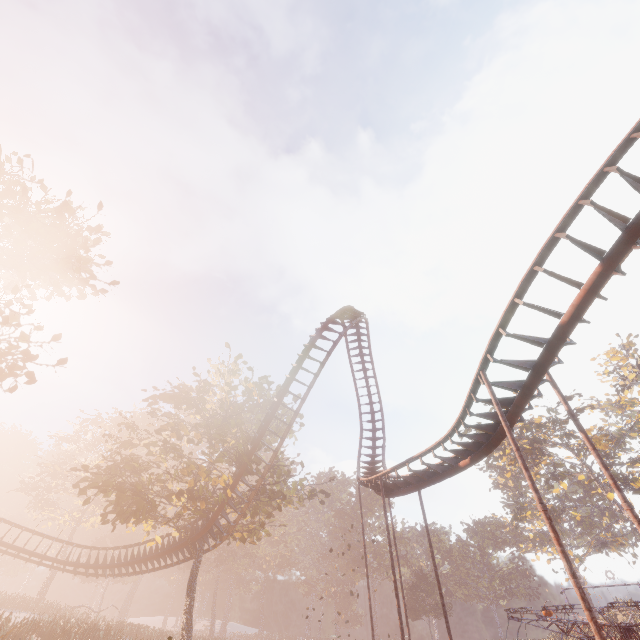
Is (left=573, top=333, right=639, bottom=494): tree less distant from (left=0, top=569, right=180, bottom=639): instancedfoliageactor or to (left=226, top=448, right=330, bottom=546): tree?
(left=0, top=569, right=180, bottom=639): instancedfoliageactor

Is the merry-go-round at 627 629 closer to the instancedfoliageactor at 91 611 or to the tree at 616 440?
the instancedfoliageactor at 91 611

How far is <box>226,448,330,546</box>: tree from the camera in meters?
21.7 m

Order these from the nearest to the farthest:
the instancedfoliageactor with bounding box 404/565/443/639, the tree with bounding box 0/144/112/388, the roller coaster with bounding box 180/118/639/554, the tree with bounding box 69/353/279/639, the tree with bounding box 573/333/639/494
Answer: the roller coaster with bounding box 180/118/639/554, the tree with bounding box 0/144/112/388, the tree with bounding box 69/353/279/639, the tree with bounding box 573/333/639/494, the instancedfoliageactor with bounding box 404/565/443/639

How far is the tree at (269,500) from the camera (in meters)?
21.67

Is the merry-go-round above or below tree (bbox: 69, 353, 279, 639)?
below

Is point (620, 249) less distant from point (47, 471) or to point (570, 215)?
point (570, 215)

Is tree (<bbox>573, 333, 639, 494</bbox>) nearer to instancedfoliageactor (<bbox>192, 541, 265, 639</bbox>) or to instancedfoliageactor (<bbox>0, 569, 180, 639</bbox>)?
instancedfoliageactor (<bbox>192, 541, 265, 639</bbox>)
